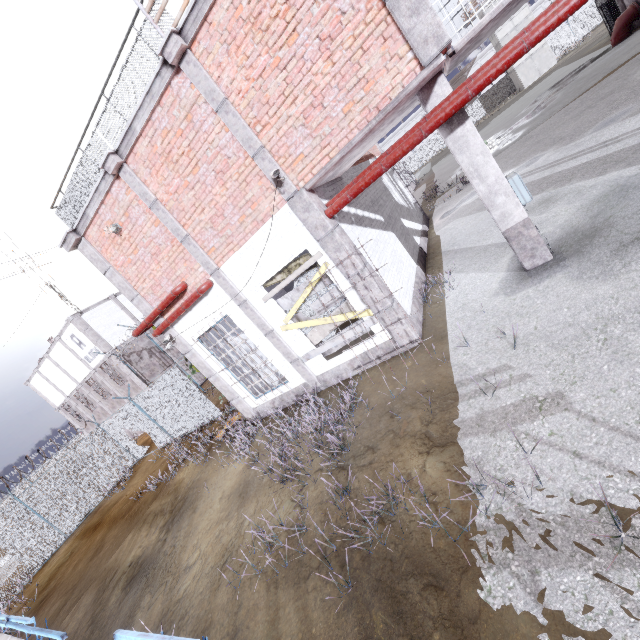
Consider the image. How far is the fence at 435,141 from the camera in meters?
54.7 m

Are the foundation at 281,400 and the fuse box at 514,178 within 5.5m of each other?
no

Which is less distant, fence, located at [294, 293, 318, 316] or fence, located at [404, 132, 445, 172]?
fence, located at [294, 293, 318, 316]

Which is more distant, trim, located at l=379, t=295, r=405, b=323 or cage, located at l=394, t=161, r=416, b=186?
cage, located at l=394, t=161, r=416, b=186

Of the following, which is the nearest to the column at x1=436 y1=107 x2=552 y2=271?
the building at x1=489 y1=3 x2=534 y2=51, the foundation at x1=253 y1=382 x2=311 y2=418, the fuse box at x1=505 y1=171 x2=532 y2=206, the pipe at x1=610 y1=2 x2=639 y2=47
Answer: the fuse box at x1=505 y1=171 x2=532 y2=206

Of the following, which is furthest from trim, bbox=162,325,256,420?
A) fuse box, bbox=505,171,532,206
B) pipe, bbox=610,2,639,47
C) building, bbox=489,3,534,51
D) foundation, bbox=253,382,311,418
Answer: building, bbox=489,3,534,51

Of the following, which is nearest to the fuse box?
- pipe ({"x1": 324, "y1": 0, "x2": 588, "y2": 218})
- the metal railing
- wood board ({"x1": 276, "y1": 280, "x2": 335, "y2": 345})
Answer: pipe ({"x1": 324, "y1": 0, "x2": 588, "y2": 218})

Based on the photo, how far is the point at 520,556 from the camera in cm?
284
